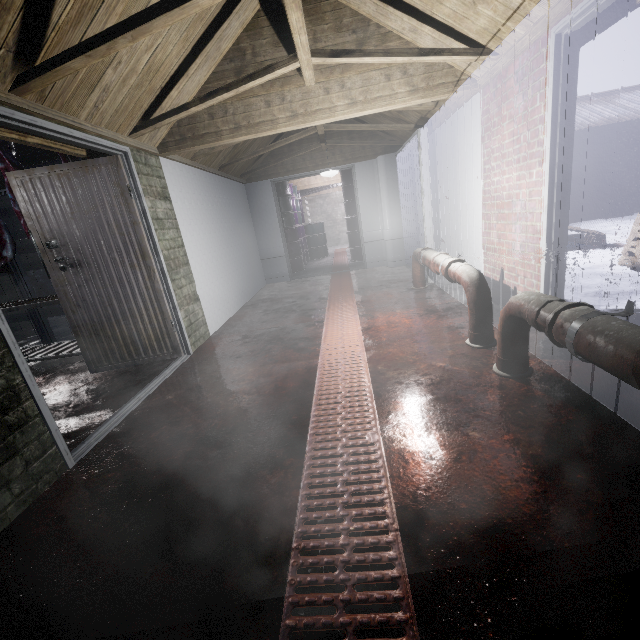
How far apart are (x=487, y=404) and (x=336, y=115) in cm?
283

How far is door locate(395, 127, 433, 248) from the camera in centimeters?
403cm

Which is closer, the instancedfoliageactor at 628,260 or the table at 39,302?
the table at 39,302

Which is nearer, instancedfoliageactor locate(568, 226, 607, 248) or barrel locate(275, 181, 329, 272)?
instancedfoliageactor locate(568, 226, 607, 248)

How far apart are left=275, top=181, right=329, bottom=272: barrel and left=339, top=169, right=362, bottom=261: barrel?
1.28m

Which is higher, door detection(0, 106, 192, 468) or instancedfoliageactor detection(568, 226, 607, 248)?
door detection(0, 106, 192, 468)

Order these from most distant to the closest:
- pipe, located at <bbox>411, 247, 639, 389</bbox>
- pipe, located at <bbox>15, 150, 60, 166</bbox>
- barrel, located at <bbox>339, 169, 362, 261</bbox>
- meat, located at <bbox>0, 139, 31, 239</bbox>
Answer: barrel, located at <bbox>339, 169, 362, 261</bbox>
pipe, located at <bbox>15, 150, 60, 166</bbox>
meat, located at <bbox>0, 139, 31, 239</bbox>
pipe, located at <bbox>411, 247, 639, 389</bbox>

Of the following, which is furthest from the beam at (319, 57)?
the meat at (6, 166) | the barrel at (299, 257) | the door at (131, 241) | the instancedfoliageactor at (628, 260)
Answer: the barrel at (299, 257)
